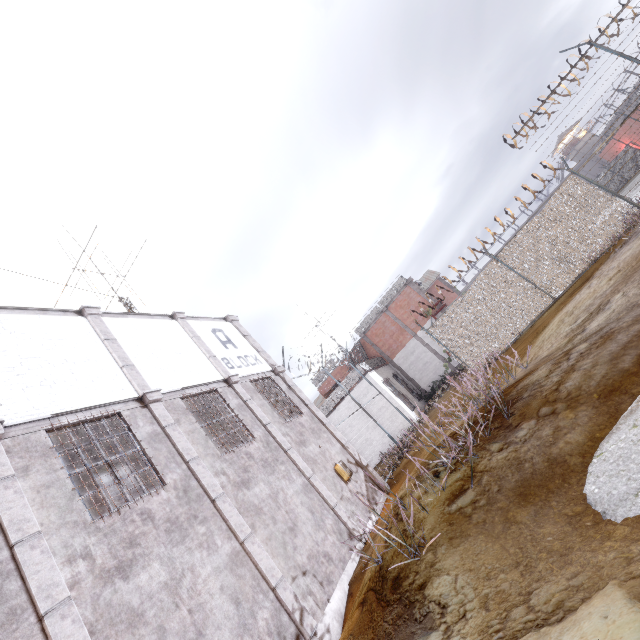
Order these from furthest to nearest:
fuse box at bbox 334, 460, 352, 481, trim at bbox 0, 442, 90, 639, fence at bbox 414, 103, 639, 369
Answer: fence at bbox 414, 103, 639, 369, fuse box at bbox 334, 460, 352, 481, trim at bbox 0, 442, 90, 639

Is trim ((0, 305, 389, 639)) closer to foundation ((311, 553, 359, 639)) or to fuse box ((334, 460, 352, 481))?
foundation ((311, 553, 359, 639))

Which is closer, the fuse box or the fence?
the fuse box

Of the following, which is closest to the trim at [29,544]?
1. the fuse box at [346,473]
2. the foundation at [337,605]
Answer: the foundation at [337,605]

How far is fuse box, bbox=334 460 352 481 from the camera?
10.2m

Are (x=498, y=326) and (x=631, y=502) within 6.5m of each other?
no

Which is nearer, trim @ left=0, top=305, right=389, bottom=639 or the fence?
trim @ left=0, top=305, right=389, bottom=639
